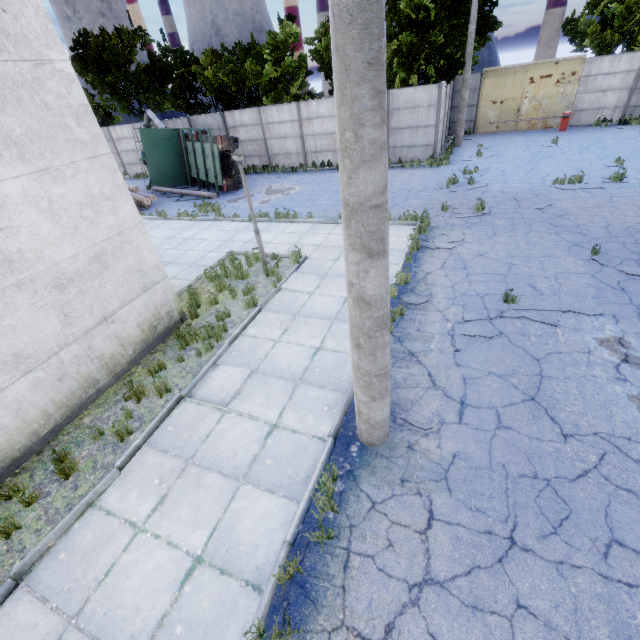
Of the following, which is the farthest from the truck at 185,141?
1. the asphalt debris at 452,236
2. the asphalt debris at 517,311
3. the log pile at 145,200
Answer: the asphalt debris at 517,311

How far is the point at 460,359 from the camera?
6.09m

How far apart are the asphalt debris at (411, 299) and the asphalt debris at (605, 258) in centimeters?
426cm

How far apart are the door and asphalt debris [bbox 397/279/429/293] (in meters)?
22.33

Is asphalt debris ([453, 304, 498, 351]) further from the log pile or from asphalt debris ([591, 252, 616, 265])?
the log pile

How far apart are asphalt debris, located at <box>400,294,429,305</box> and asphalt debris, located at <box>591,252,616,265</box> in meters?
4.3 m

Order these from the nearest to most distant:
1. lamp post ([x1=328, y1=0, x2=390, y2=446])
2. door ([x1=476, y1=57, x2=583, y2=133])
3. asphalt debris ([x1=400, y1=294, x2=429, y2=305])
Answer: lamp post ([x1=328, y1=0, x2=390, y2=446]) < asphalt debris ([x1=400, y1=294, x2=429, y2=305]) < door ([x1=476, y1=57, x2=583, y2=133])

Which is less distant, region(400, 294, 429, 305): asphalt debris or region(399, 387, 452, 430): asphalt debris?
region(399, 387, 452, 430): asphalt debris
